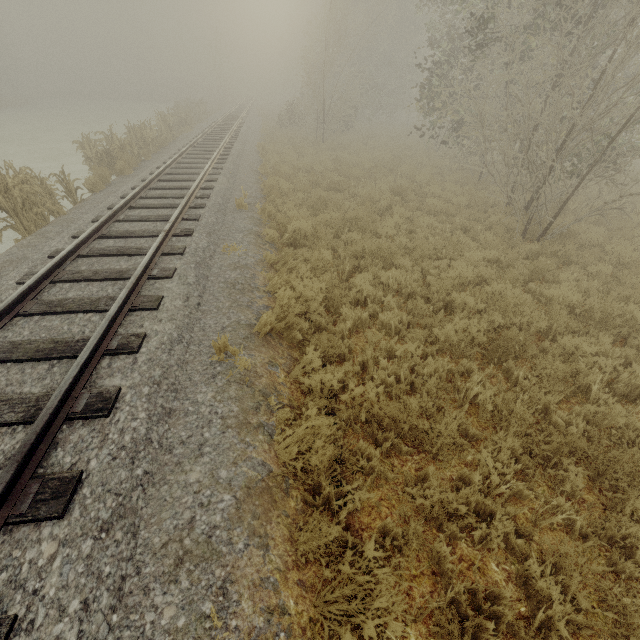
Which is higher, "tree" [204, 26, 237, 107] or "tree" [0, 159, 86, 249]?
"tree" [204, 26, 237, 107]

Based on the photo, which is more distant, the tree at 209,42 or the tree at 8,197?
the tree at 209,42

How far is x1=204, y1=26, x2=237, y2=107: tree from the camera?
43.09m

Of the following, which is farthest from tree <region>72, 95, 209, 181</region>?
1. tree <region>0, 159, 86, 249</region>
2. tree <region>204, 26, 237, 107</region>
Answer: tree <region>204, 26, 237, 107</region>

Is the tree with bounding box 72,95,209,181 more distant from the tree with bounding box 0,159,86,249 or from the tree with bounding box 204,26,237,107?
the tree with bounding box 204,26,237,107

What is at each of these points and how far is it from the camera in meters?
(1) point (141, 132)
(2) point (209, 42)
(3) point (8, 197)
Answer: (1) tree, 15.9
(2) tree, 43.5
(3) tree, 7.9

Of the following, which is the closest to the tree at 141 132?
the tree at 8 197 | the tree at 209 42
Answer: the tree at 8 197

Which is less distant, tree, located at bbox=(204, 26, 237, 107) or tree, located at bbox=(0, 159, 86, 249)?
tree, located at bbox=(0, 159, 86, 249)
